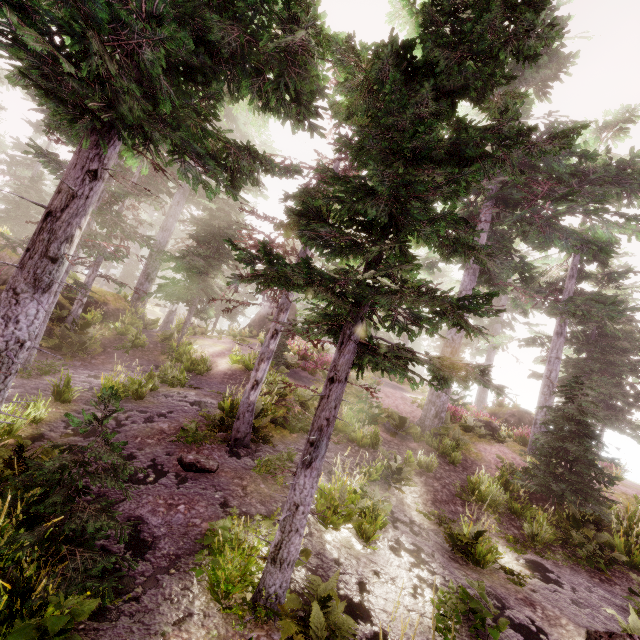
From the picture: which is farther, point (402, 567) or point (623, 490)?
point (623, 490)

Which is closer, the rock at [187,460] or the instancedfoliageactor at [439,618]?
the instancedfoliageactor at [439,618]

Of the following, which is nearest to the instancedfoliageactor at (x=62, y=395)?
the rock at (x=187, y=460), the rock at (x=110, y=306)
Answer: the rock at (x=110, y=306)

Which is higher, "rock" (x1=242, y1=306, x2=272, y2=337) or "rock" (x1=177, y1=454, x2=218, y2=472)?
"rock" (x1=242, y1=306, x2=272, y2=337)

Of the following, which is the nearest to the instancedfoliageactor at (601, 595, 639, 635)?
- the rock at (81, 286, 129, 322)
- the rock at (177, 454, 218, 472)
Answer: the rock at (81, 286, 129, 322)

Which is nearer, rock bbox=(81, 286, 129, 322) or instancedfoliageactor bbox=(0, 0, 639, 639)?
instancedfoliageactor bbox=(0, 0, 639, 639)

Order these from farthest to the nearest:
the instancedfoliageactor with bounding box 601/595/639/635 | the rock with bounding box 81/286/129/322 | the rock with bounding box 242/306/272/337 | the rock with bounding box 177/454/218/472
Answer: the rock with bounding box 242/306/272/337 → the rock with bounding box 81/286/129/322 → the rock with bounding box 177/454/218/472 → the instancedfoliageactor with bounding box 601/595/639/635

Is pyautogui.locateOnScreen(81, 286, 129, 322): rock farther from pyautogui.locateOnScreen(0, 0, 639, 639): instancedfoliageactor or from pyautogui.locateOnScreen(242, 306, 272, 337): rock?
pyautogui.locateOnScreen(242, 306, 272, 337): rock
